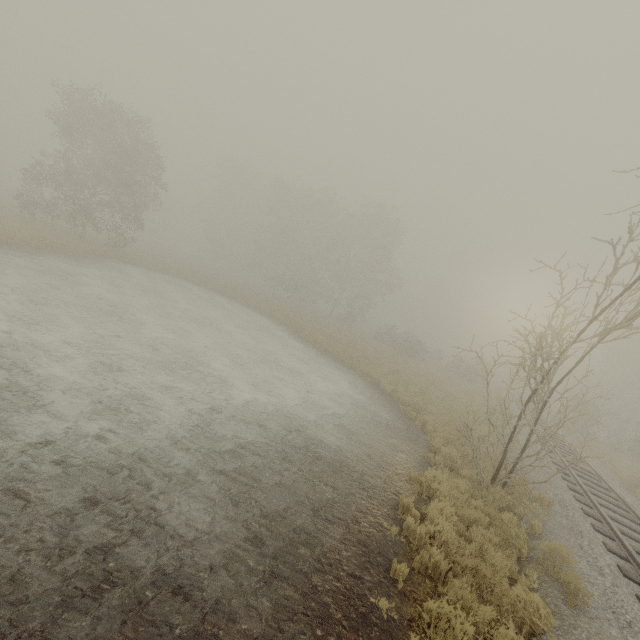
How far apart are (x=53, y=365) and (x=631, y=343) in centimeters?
4971cm
